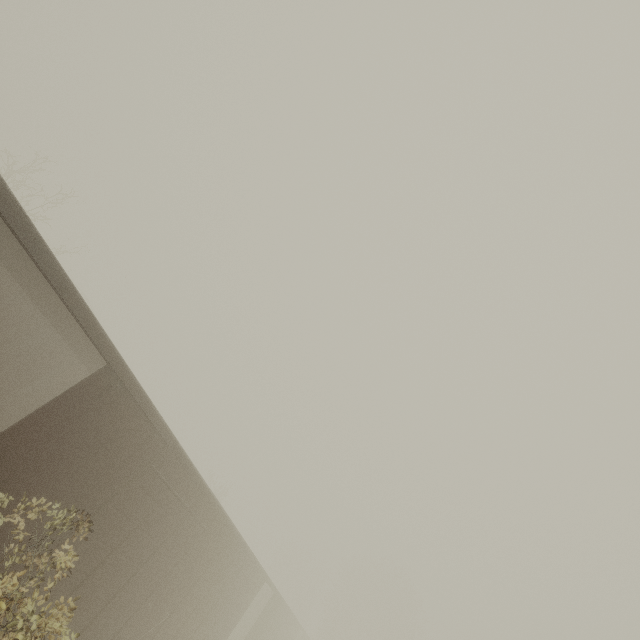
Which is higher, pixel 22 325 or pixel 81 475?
pixel 22 325
